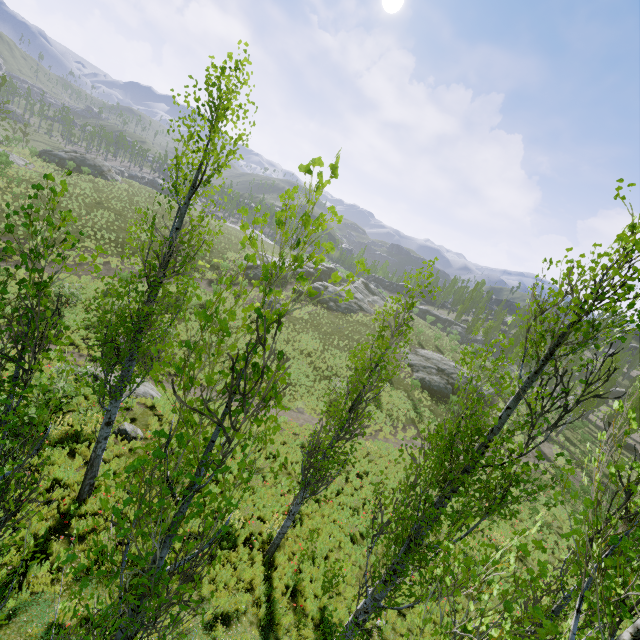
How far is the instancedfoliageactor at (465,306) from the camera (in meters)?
56.41

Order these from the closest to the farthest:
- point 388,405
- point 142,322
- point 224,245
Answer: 1. point 142,322
2. point 388,405
3. point 224,245

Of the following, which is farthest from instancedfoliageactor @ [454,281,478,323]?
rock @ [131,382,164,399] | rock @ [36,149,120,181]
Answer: A: rock @ [36,149,120,181]

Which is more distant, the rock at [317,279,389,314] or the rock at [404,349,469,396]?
the rock at [317,279,389,314]

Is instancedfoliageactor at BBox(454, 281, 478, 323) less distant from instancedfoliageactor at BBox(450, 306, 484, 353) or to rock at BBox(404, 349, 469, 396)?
instancedfoliageactor at BBox(450, 306, 484, 353)

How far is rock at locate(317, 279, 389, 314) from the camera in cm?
4397

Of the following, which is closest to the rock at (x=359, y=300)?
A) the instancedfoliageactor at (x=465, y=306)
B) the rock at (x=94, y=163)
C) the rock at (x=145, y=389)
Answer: the rock at (x=145, y=389)
